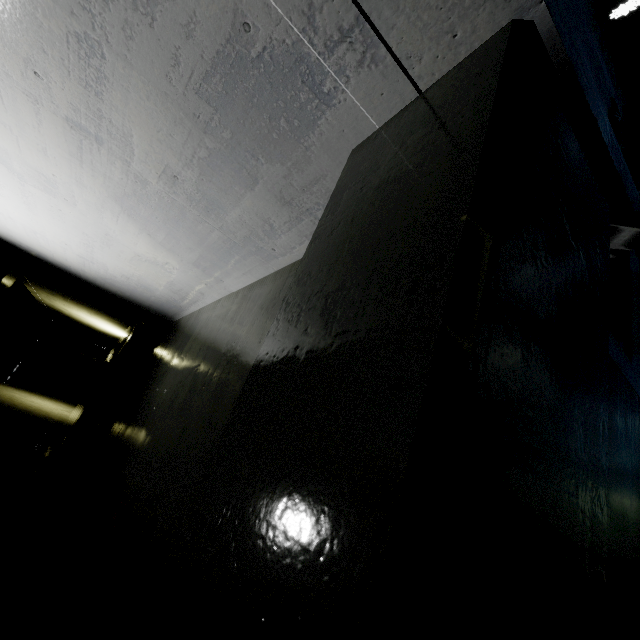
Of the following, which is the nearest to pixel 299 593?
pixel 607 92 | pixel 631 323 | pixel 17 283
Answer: pixel 631 323

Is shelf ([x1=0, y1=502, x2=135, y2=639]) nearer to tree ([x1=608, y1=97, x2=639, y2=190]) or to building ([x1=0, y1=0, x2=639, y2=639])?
building ([x1=0, y1=0, x2=639, y2=639])

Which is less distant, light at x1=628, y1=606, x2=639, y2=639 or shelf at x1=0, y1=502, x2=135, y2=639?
shelf at x1=0, y1=502, x2=135, y2=639

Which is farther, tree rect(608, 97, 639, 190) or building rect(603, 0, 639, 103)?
tree rect(608, 97, 639, 190)

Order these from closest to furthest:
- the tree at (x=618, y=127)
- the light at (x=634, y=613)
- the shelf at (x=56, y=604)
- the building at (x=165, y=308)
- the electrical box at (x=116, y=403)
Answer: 1. the building at (x=165, y=308)
2. the shelf at (x=56, y=604)
3. the light at (x=634, y=613)
4. the tree at (x=618, y=127)
5. the electrical box at (x=116, y=403)

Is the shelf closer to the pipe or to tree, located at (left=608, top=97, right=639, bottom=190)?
tree, located at (left=608, top=97, right=639, bottom=190)

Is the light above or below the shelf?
above

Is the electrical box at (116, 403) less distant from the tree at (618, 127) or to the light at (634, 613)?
the tree at (618, 127)
